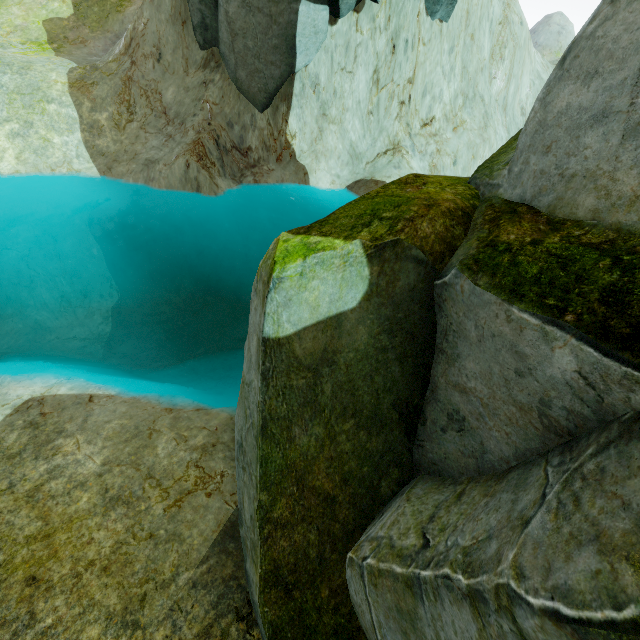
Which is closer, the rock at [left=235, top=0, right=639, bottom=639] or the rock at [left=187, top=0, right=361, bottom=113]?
the rock at [left=235, top=0, right=639, bottom=639]

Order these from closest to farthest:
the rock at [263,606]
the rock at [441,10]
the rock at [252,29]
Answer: the rock at [263,606] → the rock at [252,29] → the rock at [441,10]

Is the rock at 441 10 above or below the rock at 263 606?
above

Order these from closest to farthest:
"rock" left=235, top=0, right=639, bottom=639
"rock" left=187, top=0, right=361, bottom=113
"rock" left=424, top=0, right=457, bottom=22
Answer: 1. "rock" left=235, top=0, right=639, bottom=639
2. "rock" left=187, top=0, right=361, bottom=113
3. "rock" left=424, top=0, right=457, bottom=22

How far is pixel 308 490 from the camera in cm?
472

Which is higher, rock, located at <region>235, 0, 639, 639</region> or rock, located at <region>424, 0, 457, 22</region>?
rock, located at <region>424, 0, 457, 22</region>
